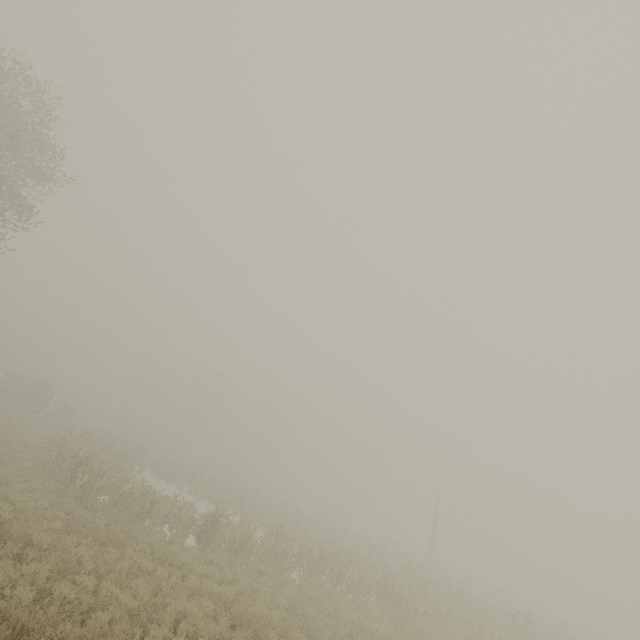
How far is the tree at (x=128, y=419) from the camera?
51.9 meters

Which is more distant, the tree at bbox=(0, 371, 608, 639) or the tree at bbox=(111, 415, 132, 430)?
the tree at bbox=(111, 415, 132, 430)

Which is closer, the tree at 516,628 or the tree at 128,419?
the tree at 516,628

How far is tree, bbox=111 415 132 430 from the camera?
51.9m

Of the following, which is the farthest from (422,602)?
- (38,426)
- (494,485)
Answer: (38,426)
